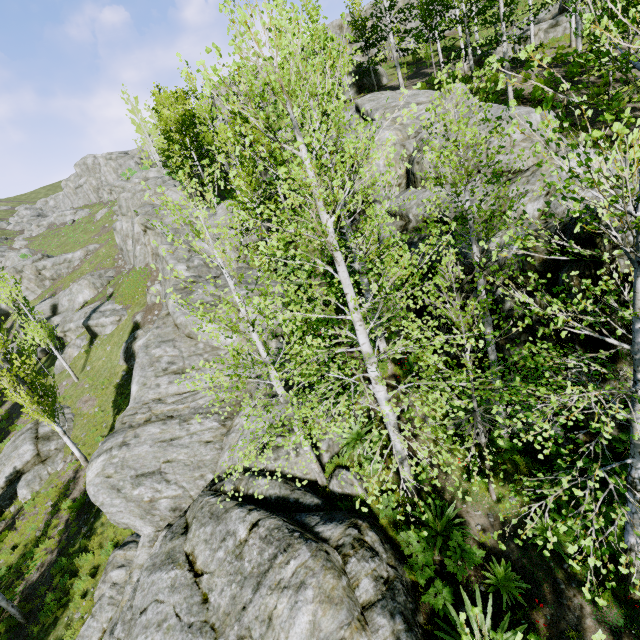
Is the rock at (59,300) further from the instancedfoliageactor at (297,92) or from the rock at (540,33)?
the rock at (540,33)

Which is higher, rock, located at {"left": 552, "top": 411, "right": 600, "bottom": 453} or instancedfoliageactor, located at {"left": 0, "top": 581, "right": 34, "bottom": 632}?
rock, located at {"left": 552, "top": 411, "right": 600, "bottom": 453}

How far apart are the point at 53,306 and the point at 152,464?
36.90m

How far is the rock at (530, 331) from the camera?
6.9m

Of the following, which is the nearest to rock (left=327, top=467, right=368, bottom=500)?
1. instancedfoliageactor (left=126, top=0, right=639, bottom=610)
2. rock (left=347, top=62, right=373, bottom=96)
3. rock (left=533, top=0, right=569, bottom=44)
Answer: instancedfoliageactor (left=126, top=0, right=639, bottom=610)

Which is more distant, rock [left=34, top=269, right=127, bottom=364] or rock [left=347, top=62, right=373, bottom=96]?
rock [left=347, top=62, right=373, bottom=96]

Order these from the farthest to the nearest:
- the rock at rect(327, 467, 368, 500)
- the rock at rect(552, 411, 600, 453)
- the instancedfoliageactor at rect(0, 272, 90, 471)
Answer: the instancedfoliageactor at rect(0, 272, 90, 471) < the rock at rect(327, 467, 368, 500) < the rock at rect(552, 411, 600, 453)
